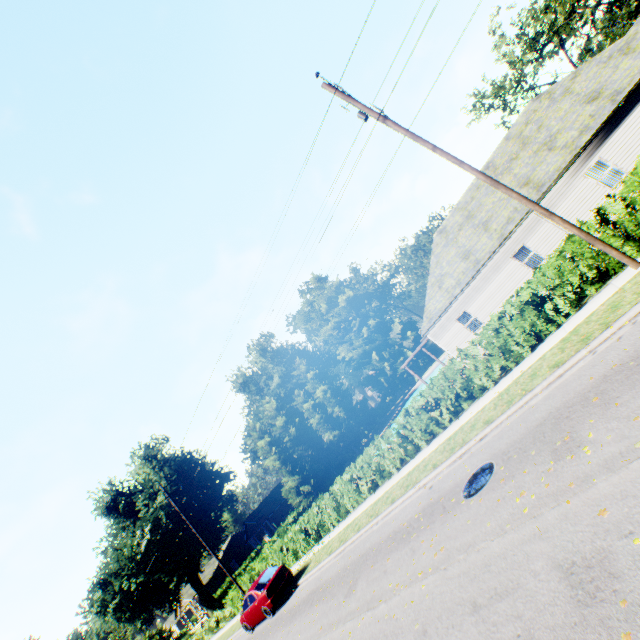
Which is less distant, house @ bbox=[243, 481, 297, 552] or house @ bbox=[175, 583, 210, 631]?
house @ bbox=[243, 481, 297, 552]

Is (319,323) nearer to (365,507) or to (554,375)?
(365,507)

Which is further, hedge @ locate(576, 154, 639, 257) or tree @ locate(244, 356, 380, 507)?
tree @ locate(244, 356, 380, 507)

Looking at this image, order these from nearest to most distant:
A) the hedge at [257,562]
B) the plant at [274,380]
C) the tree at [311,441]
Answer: the hedge at [257,562] < the tree at [311,441] < the plant at [274,380]

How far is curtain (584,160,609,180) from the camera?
16.3m

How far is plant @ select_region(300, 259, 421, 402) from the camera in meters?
49.3

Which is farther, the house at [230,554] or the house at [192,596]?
the house at [230,554]

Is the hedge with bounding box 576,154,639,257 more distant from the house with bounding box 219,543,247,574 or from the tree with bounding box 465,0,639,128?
the house with bounding box 219,543,247,574
